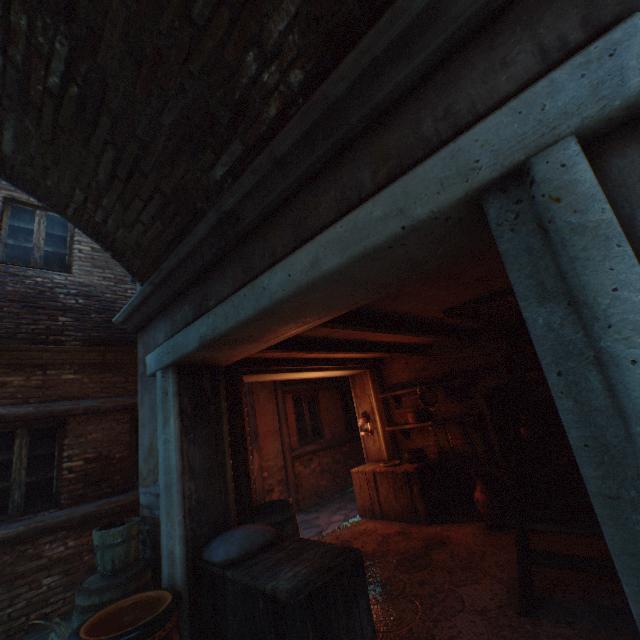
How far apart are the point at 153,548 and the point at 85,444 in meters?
2.8

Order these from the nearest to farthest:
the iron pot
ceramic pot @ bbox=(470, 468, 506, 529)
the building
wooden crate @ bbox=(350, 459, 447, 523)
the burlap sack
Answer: the building
the burlap sack
ceramic pot @ bbox=(470, 468, 506, 529)
wooden crate @ bbox=(350, 459, 447, 523)
the iron pot

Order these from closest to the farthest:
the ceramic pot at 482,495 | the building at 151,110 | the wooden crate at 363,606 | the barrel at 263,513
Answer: the building at 151,110 < the wooden crate at 363,606 < the barrel at 263,513 < the ceramic pot at 482,495

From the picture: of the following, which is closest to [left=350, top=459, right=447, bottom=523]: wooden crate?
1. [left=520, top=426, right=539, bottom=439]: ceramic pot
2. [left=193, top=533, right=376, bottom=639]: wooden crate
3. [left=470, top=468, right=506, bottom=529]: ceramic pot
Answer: [left=470, top=468, right=506, bottom=529]: ceramic pot

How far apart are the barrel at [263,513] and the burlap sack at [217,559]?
0.5m

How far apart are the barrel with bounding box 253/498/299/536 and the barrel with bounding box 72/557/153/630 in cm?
111

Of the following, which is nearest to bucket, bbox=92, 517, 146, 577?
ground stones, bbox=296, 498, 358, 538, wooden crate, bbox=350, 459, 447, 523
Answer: ground stones, bbox=296, 498, 358, 538

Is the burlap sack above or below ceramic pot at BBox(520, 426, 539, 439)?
below
